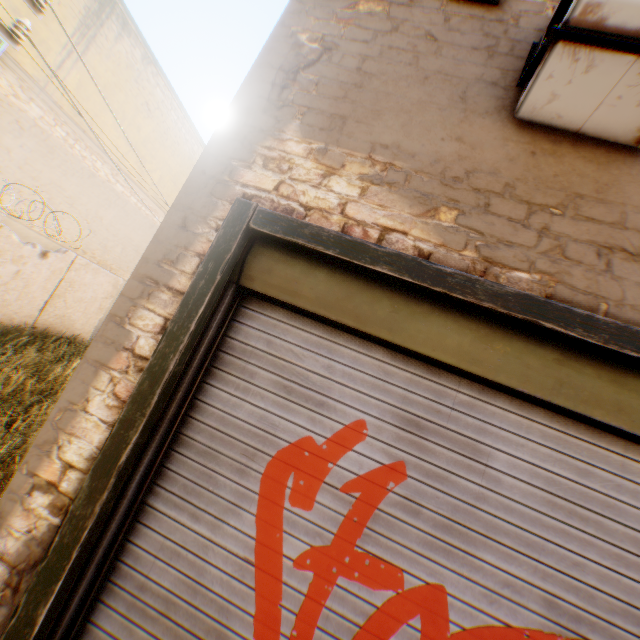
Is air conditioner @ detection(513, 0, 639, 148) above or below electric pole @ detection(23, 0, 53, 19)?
below

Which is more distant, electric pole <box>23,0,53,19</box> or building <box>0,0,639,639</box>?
electric pole <box>23,0,53,19</box>

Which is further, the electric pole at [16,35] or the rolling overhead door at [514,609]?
the electric pole at [16,35]

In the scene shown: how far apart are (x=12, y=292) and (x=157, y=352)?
9.7 meters

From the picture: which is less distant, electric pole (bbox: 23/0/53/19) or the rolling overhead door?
the rolling overhead door

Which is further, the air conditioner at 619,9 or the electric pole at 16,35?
the electric pole at 16,35

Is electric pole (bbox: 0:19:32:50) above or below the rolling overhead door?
above
